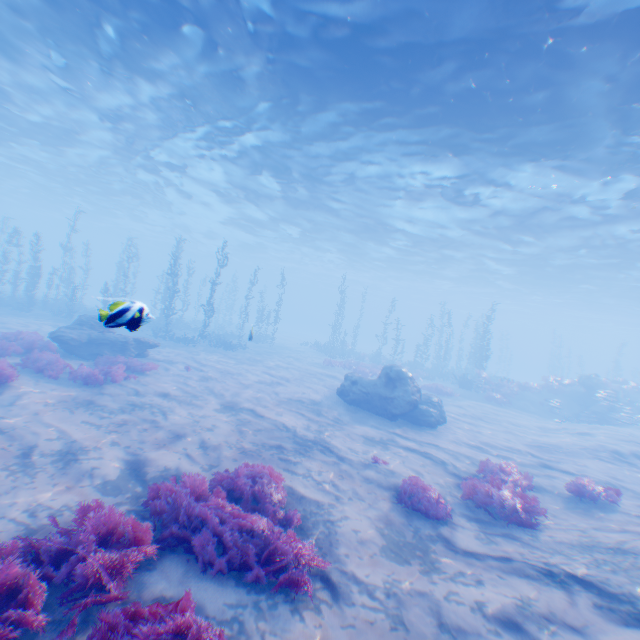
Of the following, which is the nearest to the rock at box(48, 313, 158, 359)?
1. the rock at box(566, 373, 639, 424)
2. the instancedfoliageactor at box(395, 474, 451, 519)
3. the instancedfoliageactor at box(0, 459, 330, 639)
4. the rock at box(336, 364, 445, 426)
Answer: the rock at box(336, 364, 445, 426)

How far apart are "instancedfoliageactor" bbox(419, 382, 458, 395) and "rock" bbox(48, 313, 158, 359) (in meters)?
18.26

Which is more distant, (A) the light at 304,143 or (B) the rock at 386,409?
(B) the rock at 386,409

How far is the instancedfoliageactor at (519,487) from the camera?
7.26m

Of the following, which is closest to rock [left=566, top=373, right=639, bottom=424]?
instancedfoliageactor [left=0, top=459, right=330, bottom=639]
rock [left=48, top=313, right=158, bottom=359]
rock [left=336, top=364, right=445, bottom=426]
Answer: rock [left=336, top=364, right=445, bottom=426]

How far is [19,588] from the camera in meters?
3.6 m

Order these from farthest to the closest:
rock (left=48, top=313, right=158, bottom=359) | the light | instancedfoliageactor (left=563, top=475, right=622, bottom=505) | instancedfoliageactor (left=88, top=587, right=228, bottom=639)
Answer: rock (left=48, top=313, right=158, bottom=359), the light, instancedfoliageactor (left=563, top=475, right=622, bottom=505), instancedfoliageactor (left=88, top=587, right=228, bottom=639)

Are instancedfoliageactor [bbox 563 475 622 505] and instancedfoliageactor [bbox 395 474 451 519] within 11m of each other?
yes
